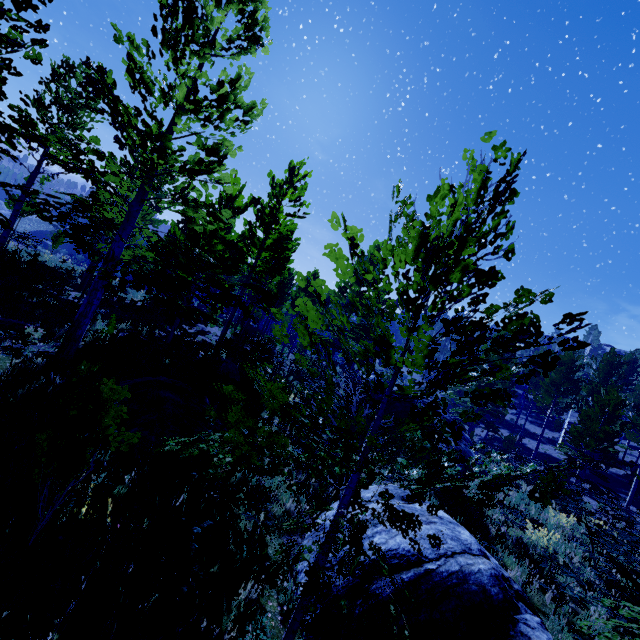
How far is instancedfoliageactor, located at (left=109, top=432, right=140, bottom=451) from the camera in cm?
→ 293

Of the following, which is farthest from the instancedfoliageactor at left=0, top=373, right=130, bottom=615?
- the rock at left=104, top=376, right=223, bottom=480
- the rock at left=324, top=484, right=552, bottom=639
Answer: the rock at left=104, top=376, right=223, bottom=480

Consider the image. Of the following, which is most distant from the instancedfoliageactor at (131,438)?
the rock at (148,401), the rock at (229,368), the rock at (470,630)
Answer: the rock at (148,401)

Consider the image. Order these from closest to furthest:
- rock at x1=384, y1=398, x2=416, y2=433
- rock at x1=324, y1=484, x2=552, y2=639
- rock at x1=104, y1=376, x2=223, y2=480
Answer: rock at x1=324, y1=484, x2=552, y2=639 → rock at x1=104, y1=376, x2=223, y2=480 → rock at x1=384, y1=398, x2=416, y2=433

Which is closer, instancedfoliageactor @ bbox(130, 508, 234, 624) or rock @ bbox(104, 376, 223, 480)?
instancedfoliageactor @ bbox(130, 508, 234, 624)

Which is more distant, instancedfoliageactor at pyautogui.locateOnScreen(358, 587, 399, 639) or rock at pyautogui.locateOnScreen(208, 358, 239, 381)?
rock at pyautogui.locateOnScreen(208, 358, 239, 381)

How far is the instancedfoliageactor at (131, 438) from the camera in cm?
293

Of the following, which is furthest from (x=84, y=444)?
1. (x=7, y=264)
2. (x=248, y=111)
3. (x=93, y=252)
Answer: (x=93, y=252)
